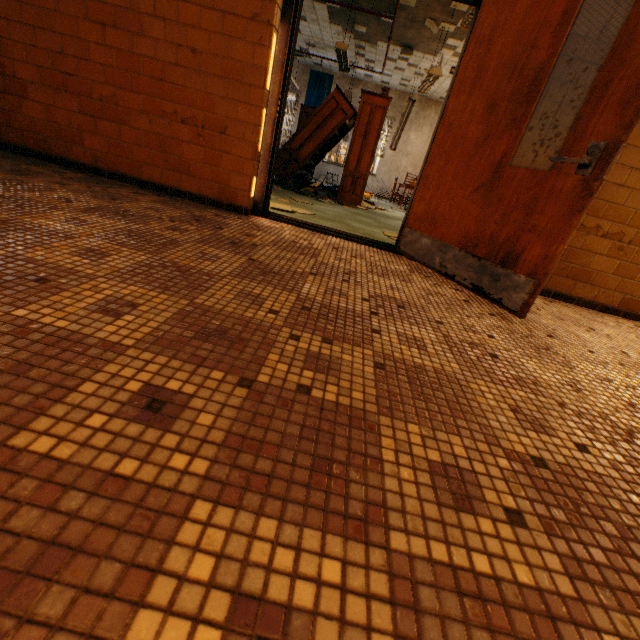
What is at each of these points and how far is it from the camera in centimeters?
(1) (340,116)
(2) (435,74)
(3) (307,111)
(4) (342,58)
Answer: (1) bookcase, 687cm
(2) lamp, 656cm
(3) book, 1034cm
(4) lamp, 707cm

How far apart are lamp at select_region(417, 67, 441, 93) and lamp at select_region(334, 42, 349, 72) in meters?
1.7

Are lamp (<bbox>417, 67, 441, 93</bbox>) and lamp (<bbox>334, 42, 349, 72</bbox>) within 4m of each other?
yes

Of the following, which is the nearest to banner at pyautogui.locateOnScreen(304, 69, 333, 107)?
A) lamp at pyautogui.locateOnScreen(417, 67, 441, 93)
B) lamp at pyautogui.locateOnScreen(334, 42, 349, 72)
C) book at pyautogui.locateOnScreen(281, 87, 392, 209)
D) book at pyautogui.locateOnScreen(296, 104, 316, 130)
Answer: book at pyautogui.locateOnScreen(296, 104, 316, 130)

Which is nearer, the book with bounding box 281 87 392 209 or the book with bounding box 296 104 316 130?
the book with bounding box 281 87 392 209

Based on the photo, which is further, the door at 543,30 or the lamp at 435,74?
the lamp at 435,74

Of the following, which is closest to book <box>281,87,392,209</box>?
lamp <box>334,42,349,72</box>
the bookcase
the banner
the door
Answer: the bookcase

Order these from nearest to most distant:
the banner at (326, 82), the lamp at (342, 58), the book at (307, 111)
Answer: the lamp at (342, 58)
the book at (307, 111)
the banner at (326, 82)
